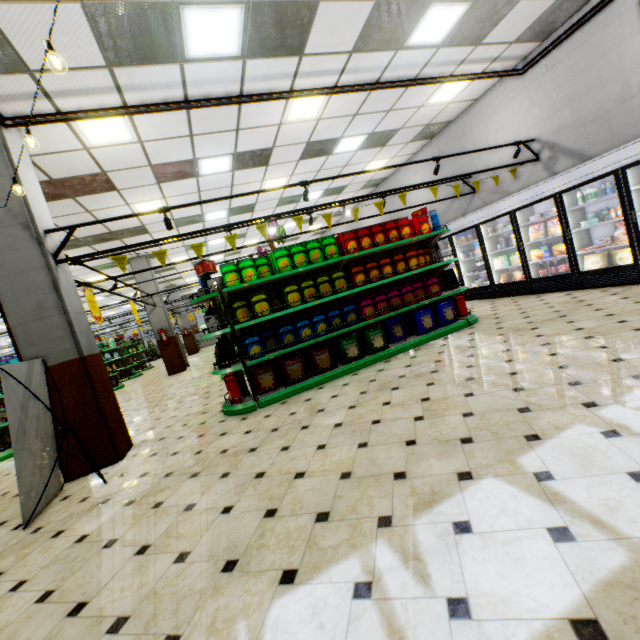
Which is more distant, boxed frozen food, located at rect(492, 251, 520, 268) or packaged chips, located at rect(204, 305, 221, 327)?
boxed frozen food, located at rect(492, 251, 520, 268)

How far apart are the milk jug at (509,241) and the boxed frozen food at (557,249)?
0.4 meters

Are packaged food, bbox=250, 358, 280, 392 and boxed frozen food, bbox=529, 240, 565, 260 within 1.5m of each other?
no

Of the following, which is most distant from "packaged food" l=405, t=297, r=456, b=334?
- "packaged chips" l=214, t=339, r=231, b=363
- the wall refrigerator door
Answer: "packaged chips" l=214, t=339, r=231, b=363

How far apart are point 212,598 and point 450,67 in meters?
8.7

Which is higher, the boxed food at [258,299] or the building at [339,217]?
the building at [339,217]

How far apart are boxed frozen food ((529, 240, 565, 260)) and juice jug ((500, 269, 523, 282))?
0.4 meters

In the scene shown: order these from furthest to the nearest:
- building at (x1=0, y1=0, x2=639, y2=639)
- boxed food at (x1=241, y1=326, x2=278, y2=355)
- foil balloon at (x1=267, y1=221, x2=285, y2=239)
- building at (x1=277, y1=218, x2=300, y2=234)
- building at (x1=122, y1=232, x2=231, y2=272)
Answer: building at (x1=277, y1=218, x2=300, y2=234)
building at (x1=122, y1=232, x2=231, y2=272)
foil balloon at (x1=267, y1=221, x2=285, y2=239)
boxed food at (x1=241, y1=326, x2=278, y2=355)
building at (x1=0, y1=0, x2=639, y2=639)
